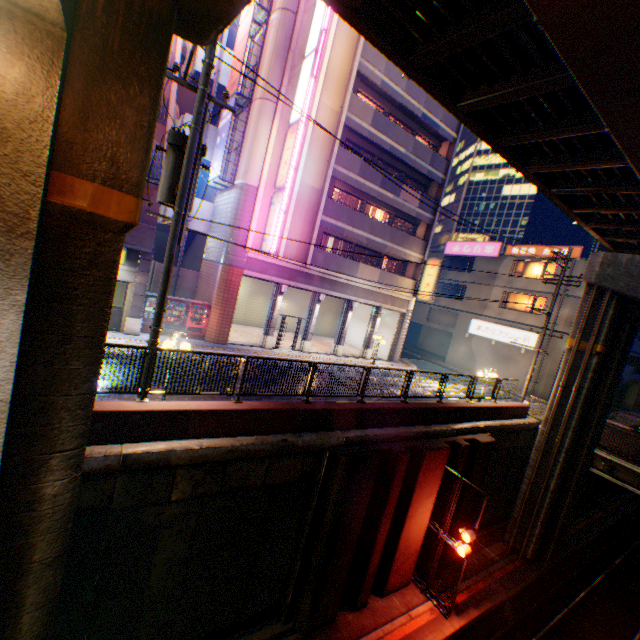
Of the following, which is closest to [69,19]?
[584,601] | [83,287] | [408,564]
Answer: [83,287]

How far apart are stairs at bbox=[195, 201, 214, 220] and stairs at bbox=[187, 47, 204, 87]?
7.1m

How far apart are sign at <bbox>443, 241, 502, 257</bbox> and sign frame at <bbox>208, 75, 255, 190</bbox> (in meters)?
24.96

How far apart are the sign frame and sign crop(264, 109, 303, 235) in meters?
2.1

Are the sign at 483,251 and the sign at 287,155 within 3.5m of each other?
no

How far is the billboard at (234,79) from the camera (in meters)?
17.37

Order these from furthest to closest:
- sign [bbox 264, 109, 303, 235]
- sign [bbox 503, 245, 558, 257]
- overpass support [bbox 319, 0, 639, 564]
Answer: sign [bbox 503, 245, 558, 257] < sign [bbox 264, 109, 303, 235] < overpass support [bbox 319, 0, 639, 564]

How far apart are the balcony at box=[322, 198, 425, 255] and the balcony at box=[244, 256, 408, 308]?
3.5 meters
